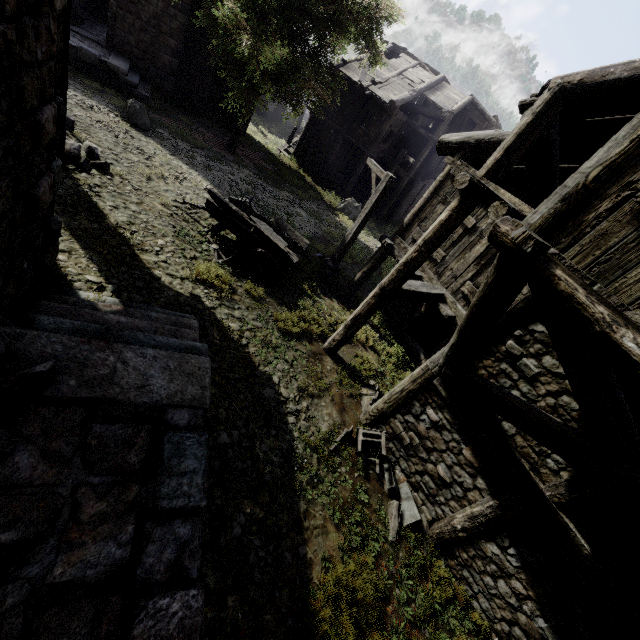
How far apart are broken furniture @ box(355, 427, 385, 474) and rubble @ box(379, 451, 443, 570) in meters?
0.0

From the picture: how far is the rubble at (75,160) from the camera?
8.6 meters

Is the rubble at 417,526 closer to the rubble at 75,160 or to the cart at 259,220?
the cart at 259,220

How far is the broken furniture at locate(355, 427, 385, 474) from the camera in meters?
6.6

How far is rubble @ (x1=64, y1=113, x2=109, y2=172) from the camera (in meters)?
8.61

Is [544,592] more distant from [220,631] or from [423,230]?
[423,230]

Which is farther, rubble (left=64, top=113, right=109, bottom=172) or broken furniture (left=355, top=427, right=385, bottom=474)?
rubble (left=64, top=113, right=109, bottom=172)

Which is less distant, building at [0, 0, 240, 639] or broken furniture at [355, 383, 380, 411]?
building at [0, 0, 240, 639]
